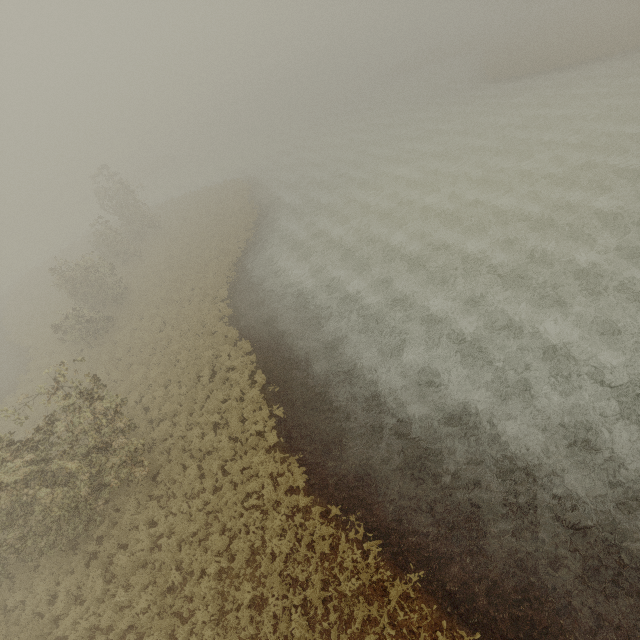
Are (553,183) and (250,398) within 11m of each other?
no
